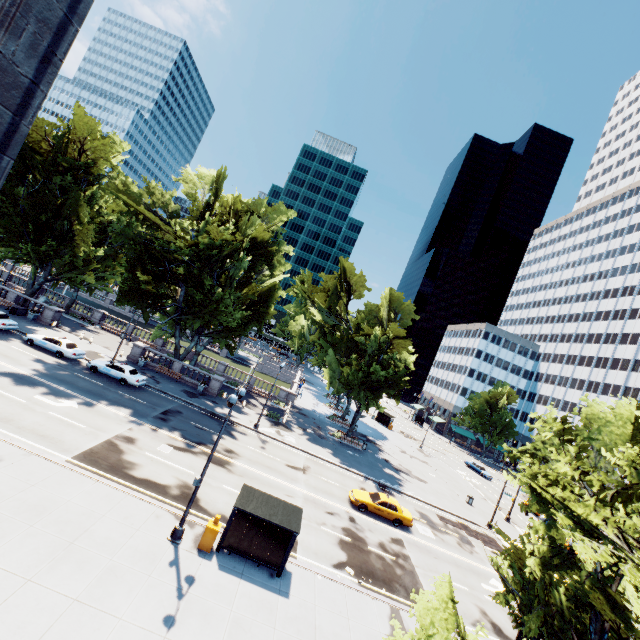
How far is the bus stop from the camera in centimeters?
1499cm

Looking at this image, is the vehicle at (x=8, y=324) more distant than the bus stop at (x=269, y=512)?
Yes

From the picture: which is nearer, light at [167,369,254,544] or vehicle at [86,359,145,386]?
light at [167,369,254,544]

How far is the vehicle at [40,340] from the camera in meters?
29.9 m

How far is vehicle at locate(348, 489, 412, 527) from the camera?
25.05m

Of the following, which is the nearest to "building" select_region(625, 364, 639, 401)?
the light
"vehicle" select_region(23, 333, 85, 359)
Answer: the light

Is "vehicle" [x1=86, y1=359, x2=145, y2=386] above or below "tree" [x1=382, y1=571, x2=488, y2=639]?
below

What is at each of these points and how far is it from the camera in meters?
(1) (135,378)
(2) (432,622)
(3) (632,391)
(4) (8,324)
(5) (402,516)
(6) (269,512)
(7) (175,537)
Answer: (1) vehicle, 30.2
(2) tree, 11.0
(3) building, 59.2
(4) vehicle, 30.5
(5) vehicle, 25.1
(6) bus stop, 15.5
(7) light, 14.5
